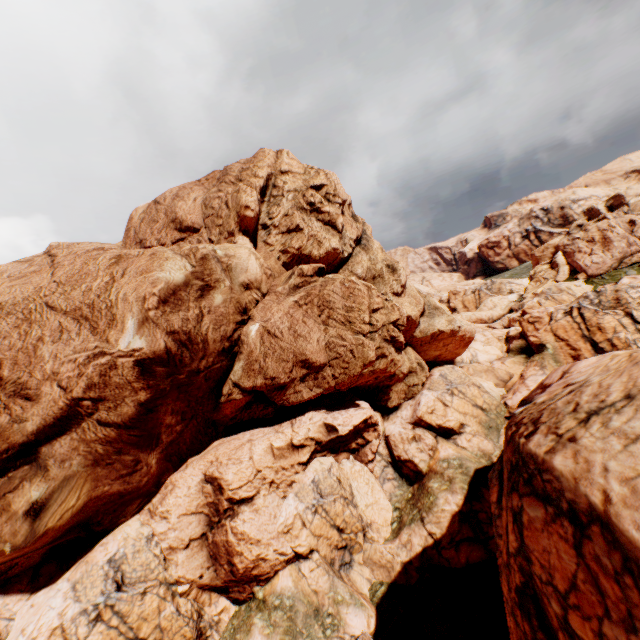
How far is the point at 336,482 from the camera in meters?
21.9 m
